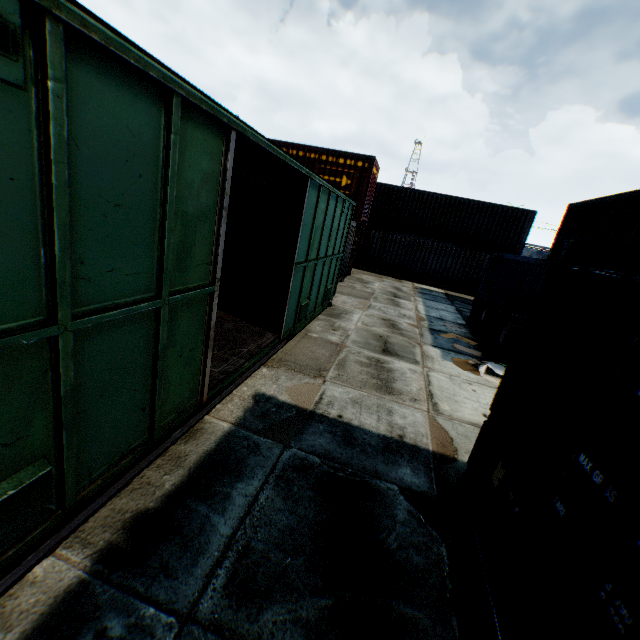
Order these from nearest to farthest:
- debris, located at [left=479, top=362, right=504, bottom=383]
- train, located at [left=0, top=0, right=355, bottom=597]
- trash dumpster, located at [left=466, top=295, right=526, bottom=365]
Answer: train, located at [left=0, top=0, right=355, bottom=597]
debris, located at [left=479, top=362, right=504, bottom=383]
trash dumpster, located at [left=466, top=295, right=526, bottom=365]

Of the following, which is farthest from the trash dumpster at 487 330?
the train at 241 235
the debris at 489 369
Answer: the train at 241 235

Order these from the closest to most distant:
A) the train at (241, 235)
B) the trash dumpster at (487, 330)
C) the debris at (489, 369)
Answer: the train at (241, 235), the debris at (489, 369), the trash dumpster at (487, 330)

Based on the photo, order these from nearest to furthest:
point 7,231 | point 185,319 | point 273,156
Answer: point 7,231 < point 185,319 < point 273,156

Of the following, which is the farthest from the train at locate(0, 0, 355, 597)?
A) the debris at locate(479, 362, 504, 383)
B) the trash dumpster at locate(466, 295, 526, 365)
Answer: the trash dumpster at locate(466, 295, 526, 365)

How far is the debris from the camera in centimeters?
763cm

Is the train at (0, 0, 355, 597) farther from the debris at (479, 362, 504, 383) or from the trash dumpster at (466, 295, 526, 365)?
the trash dumpster at (466, 295, 526, 365)

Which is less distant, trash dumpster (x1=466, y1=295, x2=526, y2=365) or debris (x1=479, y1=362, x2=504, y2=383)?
debris (x1=479, y1=362, x2=504, y2=383)
